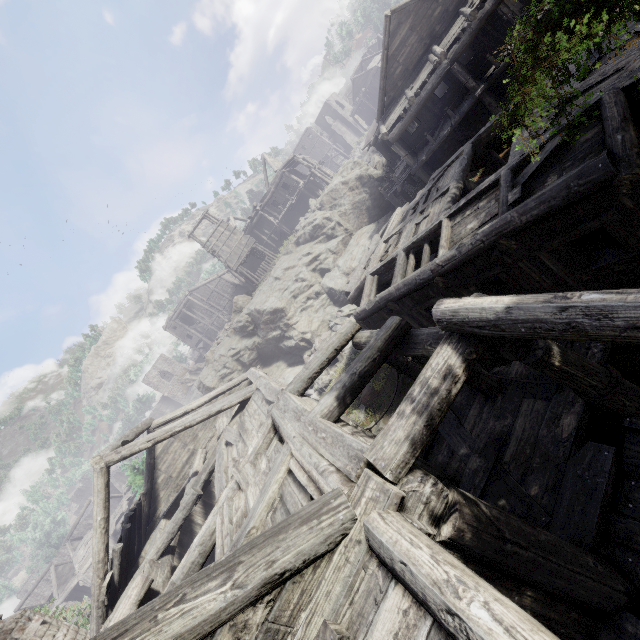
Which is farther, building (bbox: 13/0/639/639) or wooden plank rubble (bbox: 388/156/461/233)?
wooden plank rubble (bbox: 388/156/461/233)

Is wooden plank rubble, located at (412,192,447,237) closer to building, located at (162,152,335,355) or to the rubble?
building, located at (162,152,335,355)

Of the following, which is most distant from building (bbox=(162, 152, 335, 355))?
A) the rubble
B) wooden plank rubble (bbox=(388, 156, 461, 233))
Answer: the rubble

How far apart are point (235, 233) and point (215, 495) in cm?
2397

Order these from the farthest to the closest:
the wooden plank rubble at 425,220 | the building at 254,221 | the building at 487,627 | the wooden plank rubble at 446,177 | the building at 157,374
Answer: the building at 157,374
the building at 254,221
the wooden plank rubble at 446,177
the wooden plank rubble at 425,220
the building at 487,627

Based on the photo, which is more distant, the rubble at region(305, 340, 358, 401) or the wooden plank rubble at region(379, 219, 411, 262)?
the rubble at region(305, 340, 358, 401)

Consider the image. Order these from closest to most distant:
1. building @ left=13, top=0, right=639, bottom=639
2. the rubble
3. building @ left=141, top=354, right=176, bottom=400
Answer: building @ left=13, top=0, right=639, bottom=639, the rubble, building @ left=141, top=354, right=176, bottom=400

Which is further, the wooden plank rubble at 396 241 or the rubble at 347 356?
the rubble at 347 356
